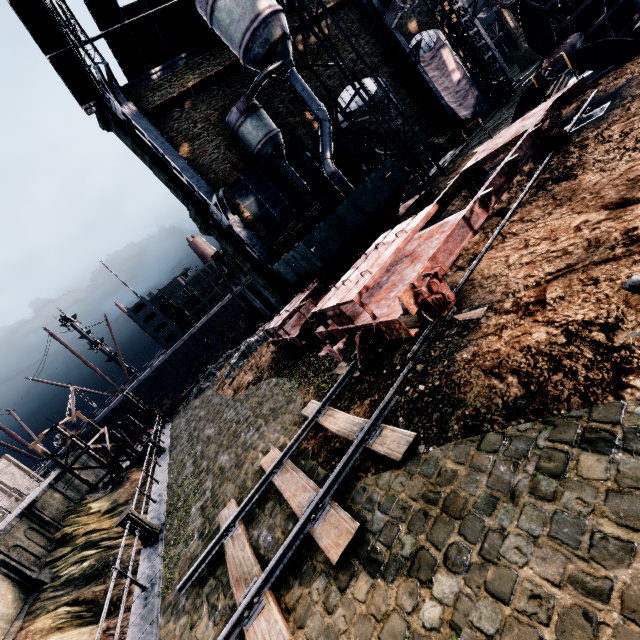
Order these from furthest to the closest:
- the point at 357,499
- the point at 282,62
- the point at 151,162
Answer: the point at 151,162, the point at 282,62, the point at 357,499

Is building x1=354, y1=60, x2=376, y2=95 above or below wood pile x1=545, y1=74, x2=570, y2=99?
above

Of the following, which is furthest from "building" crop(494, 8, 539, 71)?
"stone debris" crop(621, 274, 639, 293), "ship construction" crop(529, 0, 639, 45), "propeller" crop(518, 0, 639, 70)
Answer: "propeller" crop(518, 0, 639, 70)

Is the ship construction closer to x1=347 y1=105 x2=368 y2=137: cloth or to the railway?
x1=347 y1=105 x2=368 y2=137: cloth

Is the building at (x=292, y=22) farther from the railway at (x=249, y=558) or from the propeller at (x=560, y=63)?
the railway at (x=249, y=558)

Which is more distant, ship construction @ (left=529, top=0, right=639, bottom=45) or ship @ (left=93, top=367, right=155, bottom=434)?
ship @ (left=93, top=367, right=155, bottom=434)

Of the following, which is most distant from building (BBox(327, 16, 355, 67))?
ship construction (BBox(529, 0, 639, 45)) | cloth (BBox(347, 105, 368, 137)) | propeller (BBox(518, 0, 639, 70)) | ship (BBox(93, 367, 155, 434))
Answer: ship (BBox(93, 367, 155, 434))

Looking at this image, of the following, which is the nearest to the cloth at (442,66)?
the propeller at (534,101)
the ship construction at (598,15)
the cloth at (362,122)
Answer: the cloth at (362,122)
